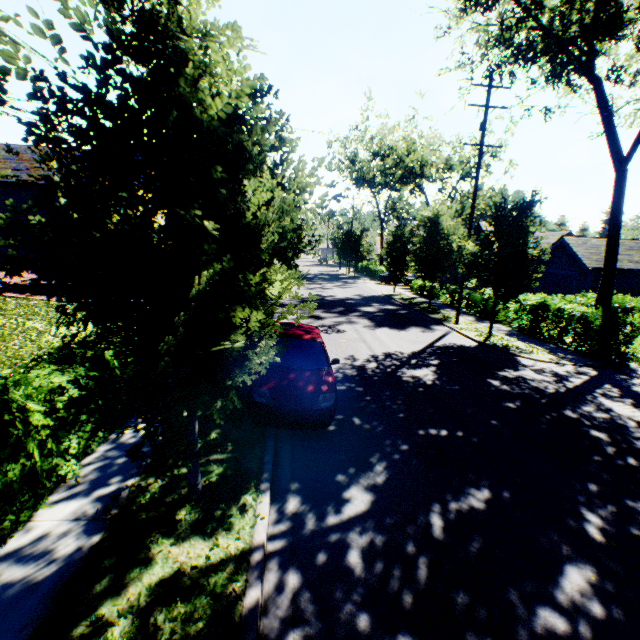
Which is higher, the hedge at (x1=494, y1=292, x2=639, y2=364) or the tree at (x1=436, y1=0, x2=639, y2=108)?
the tree at (x1=436, y1=0, x2=639, y2=108)

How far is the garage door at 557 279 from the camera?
25.56m

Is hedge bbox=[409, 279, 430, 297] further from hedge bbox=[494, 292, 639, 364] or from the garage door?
hedge bbox=[494, 292, 639, 364]

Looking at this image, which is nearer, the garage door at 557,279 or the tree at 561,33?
the tree at 561,33

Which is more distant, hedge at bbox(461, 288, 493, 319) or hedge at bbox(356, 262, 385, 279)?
hedge at bbox(356, 262, 385, 279)

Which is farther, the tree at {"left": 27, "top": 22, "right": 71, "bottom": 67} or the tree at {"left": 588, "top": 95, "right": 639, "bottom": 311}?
the tree at {"left": 588, "top": 95, "right": 639, "bottom": 311}

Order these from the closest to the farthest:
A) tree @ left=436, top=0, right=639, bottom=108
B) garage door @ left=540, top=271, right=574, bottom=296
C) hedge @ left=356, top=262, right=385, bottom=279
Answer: tree @ left=436, top=0, right=639, bottom=108
garage door @ left=540, top=271, right=574, bottom=296
hedge @ left=356, top=262, right=385, bottom=279

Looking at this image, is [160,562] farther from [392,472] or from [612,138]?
[612,138]
